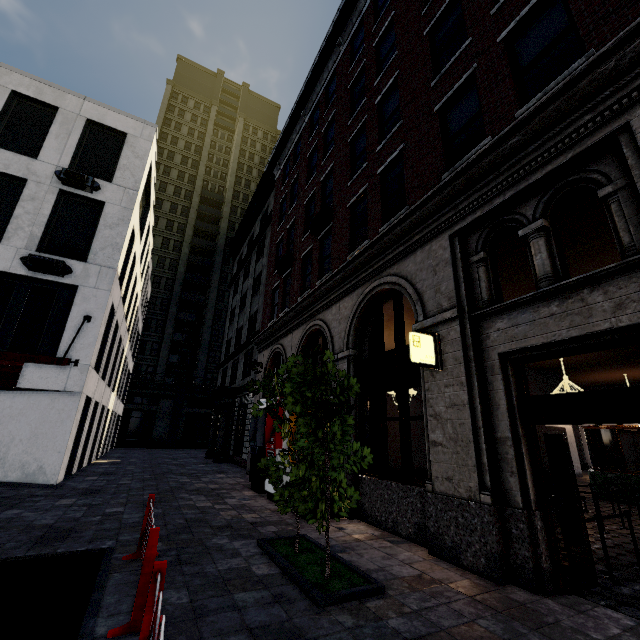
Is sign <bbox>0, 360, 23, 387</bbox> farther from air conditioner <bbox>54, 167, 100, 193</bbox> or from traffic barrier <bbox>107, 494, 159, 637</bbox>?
traffic barrier <bbox>107, 494, 159, 637</bbox>

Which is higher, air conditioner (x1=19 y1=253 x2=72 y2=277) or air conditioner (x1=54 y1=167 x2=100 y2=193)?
air conditioner (x1=54 y1=167 x2=100 y2=193)

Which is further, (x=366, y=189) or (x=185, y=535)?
(x=366, y=189)

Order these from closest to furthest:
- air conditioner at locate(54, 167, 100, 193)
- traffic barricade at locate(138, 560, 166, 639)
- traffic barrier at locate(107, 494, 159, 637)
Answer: traffic barricade at locate(138, 560, 166, 639) → traffic barrier at locate(107, 494, 159, 637) → air conditioner at locate(54, 167, 100, 193)

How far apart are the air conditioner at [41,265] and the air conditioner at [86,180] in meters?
3.5 m

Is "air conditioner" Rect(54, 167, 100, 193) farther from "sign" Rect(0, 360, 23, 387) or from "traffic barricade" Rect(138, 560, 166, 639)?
"traffic barricade" Rect(138, 560, 166, 639)

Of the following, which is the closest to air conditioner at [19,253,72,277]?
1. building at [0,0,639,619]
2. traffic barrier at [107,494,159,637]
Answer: building at [0,0,639,619]

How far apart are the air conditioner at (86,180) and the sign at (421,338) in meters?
14.5 m
